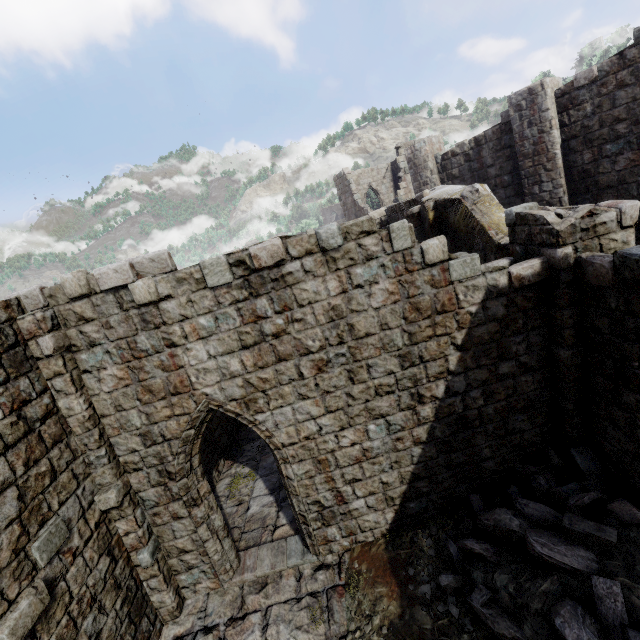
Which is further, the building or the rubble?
the building

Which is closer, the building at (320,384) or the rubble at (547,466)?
the rubble at (547,466)

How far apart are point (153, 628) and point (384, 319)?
7.4m
